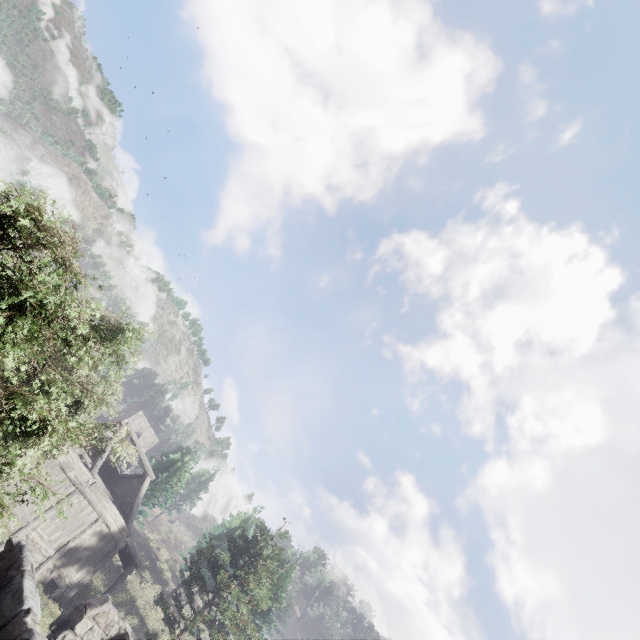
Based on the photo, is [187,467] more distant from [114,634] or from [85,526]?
[114,634]
